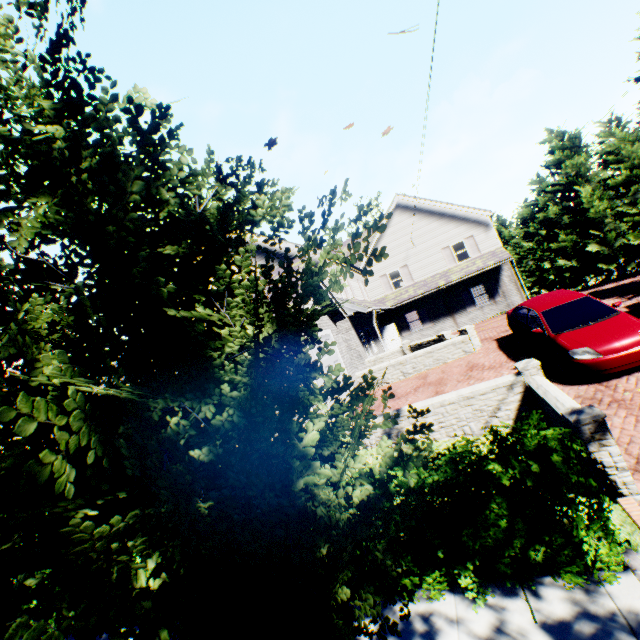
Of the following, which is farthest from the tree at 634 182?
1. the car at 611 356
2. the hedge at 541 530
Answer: the car at 611 356

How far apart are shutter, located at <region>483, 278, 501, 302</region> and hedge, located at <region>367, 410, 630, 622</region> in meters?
20.8

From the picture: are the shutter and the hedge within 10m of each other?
no

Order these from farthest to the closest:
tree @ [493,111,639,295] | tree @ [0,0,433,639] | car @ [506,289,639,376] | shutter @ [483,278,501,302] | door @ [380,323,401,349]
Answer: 1. door @ [380,323,401,349]
2. shutter @ [483,278,501,302]
3. tree @ [493,111,639,295]
4. car @ [506,289,639,376]
5. tree @ [0,0,433,639]

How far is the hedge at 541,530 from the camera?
3.8m

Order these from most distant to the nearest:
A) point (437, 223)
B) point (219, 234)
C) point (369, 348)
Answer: point (437, 223) < point (369, 348) < point (219, 234)

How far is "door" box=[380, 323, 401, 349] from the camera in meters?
23.8 m

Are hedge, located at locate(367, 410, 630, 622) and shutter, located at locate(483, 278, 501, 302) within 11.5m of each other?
no
